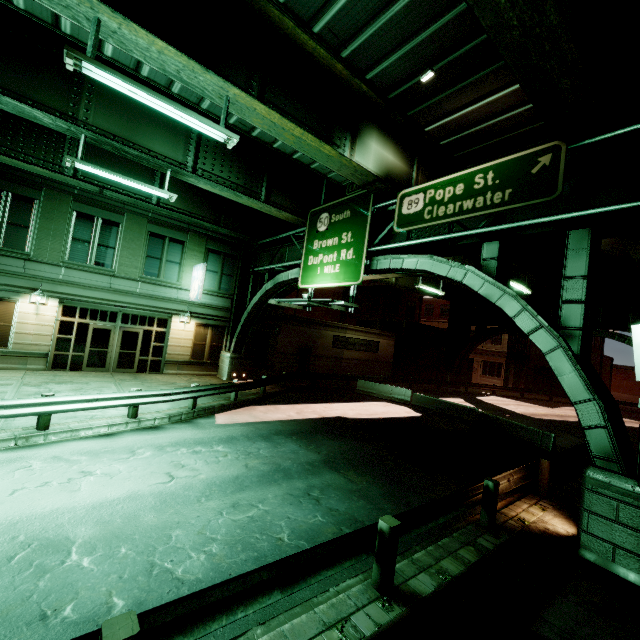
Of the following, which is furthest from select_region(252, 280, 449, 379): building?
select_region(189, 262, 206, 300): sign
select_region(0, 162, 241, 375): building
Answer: select_region(189, 262, 206, 300): sign

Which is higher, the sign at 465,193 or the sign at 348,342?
the sign at 465,193

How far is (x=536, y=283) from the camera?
21.6 meters

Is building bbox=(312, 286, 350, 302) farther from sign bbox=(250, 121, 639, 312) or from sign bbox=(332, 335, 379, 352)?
sign bbox=(250, 121, 639, 312)

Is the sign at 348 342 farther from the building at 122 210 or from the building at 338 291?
the building at 122 210

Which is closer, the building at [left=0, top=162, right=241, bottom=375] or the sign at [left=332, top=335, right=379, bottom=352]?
the building at [left=0, top=162, right=241, bottom=375]

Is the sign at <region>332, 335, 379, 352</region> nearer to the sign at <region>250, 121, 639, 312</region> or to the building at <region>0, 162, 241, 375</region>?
the building at <region>0, 162, 241, 375</region>

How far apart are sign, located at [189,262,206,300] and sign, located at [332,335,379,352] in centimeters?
1233cm
